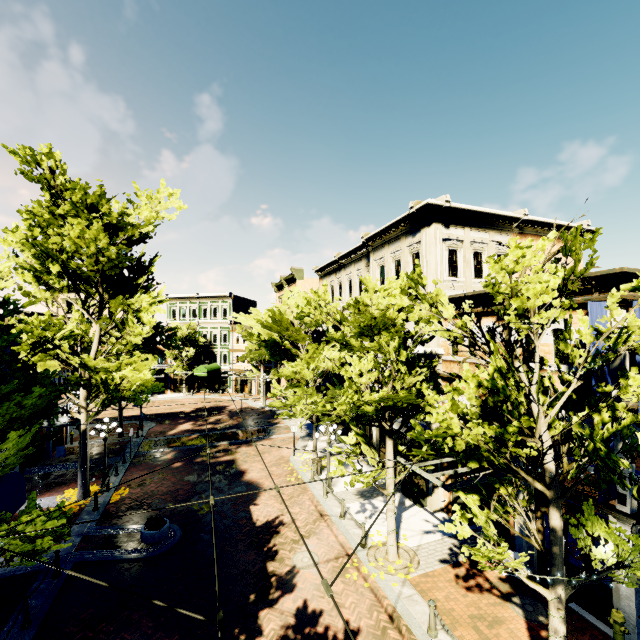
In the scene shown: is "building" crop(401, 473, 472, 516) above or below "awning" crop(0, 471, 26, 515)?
below

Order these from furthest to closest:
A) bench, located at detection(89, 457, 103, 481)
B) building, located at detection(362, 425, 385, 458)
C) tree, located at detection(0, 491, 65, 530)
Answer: building, located at detection(362, 425, 385, 458), bench, located at detection(89, 457, 103, 481), tree, located at detection(0, 491, 65, 530)

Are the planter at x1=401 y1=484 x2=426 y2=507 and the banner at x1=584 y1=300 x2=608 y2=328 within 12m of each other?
yes

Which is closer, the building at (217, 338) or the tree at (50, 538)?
the tree at (50, 538)

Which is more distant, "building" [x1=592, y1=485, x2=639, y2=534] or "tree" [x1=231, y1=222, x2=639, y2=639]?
"building" [x1=592, y1=485, x2=639, y2=534]

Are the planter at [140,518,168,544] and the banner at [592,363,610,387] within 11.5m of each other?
no

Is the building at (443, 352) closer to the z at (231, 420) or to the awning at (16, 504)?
the z at (231, 420)

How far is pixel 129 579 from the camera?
11.0 meters
